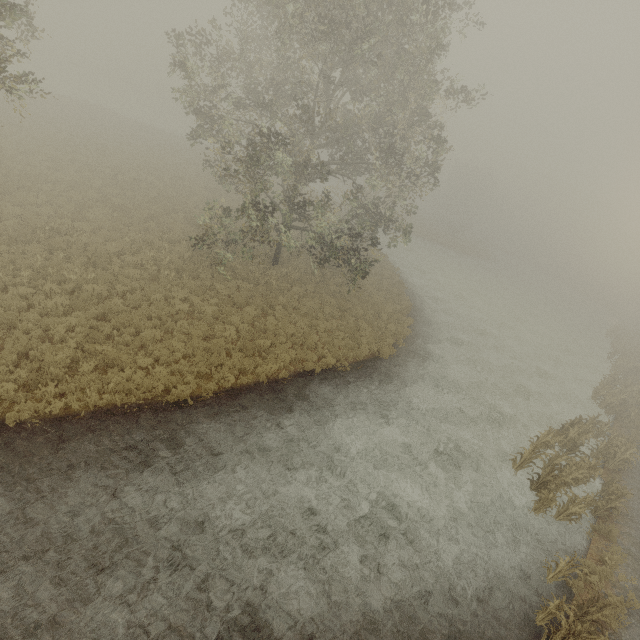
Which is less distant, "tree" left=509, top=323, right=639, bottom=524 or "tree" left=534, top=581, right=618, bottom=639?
"tree" left=534, top=581, right=618, bottom=639

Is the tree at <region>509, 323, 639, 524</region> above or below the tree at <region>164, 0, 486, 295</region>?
below

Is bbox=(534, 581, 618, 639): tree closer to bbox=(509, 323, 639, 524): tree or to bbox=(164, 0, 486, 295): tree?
bbox=(509, 323, 639, 524): tree

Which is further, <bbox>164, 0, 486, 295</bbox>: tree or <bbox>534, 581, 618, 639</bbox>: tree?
<bbox>164, 0, 486, 295</bbox>: tree

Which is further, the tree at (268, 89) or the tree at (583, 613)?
the tree at (268, 89)

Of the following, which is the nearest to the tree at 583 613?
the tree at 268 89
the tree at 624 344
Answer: the tree at 624 344

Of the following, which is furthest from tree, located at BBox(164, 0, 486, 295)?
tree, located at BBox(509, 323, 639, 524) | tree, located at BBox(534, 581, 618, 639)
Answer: tree, located at BBox(534, 581, 618, 639)

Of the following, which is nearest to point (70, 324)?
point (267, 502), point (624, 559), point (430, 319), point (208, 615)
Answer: point (267, 502)
